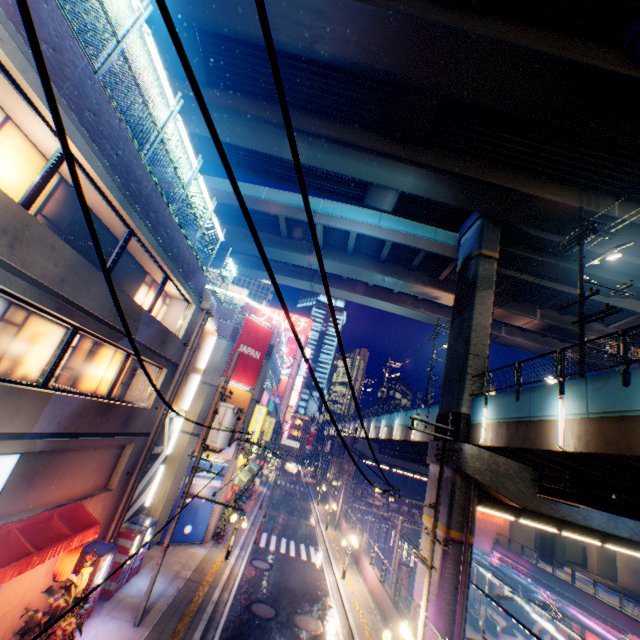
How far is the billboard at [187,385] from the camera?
15.09m

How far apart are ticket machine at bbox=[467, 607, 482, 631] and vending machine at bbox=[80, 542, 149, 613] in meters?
36.2

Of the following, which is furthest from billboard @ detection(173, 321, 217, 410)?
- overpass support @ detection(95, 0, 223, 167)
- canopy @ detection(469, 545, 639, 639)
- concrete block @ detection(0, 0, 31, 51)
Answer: canopy @ detection(469, 545, 639, 639)

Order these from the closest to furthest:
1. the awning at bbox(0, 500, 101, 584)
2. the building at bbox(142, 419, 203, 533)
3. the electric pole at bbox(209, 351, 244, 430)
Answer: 1. the awning at bbox(0, 500, 101, 584)
2. the electric pole at bbox(209, 351, 244, 430)
3. the building at bbox(142, 419, 203, 533)

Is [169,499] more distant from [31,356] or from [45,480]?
[31,356]

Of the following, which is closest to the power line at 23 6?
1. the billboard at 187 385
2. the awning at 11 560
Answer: the billboard at 187 385

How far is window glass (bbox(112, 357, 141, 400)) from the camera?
12.1m

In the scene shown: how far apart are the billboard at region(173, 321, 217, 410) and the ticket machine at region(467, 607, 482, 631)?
38.27m
